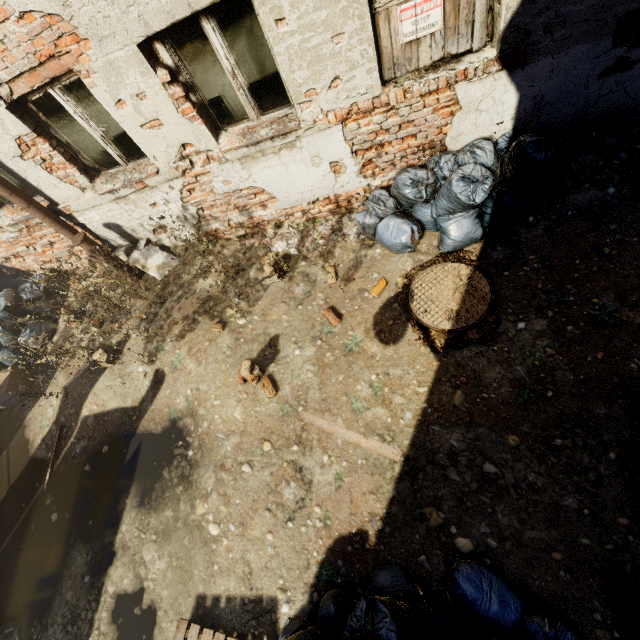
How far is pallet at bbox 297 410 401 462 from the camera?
3.2 meters

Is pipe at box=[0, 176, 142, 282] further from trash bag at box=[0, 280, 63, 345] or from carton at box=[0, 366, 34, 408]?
carton at box=[0, 366, 34, 408]

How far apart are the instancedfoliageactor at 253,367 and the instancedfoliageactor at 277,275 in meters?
1.3

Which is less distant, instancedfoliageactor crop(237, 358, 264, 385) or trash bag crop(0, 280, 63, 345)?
instancedfoliageactor crop(237, 358, 264, 385)

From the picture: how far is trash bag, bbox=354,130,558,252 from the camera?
3.41m

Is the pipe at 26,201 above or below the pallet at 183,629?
above

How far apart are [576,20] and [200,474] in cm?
575

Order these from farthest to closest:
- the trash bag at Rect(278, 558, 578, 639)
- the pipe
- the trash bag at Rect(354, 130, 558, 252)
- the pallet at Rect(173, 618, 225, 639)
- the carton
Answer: the carton, the pipe, the trash bag at Rect(354, 130, 558, 252), the pallet at Rect(173, 618, 225, 639), the trash bag at Rect(278, 558, 578, 639)
